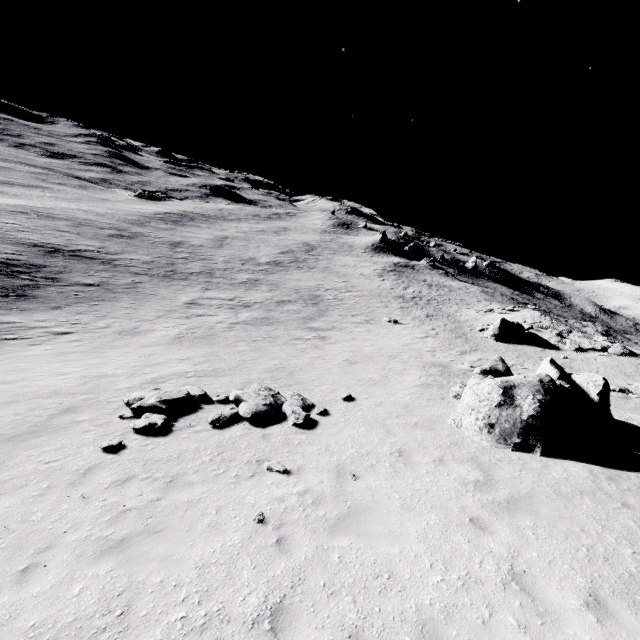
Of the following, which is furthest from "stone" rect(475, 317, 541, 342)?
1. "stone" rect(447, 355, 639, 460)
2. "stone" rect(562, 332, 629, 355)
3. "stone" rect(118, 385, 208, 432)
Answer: "stone" rect(118, 385, 208, 432)

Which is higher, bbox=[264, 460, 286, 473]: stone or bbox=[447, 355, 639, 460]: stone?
bbox=[447, 355, 639, 460]: stone

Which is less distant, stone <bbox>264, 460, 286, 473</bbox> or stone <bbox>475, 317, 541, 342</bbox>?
stone <bbox>264, 460, 286, 473</bbox>

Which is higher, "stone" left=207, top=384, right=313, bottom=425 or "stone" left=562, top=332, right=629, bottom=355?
"stone" left=562, top=332, right=629, bottom=355

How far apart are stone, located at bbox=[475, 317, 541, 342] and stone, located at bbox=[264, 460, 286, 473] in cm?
2819

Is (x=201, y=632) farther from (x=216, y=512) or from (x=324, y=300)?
(x=324, y=300)

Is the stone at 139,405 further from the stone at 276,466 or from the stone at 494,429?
the stone at 494,429

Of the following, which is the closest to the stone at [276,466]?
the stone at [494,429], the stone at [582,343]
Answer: the stone at [494,429]
